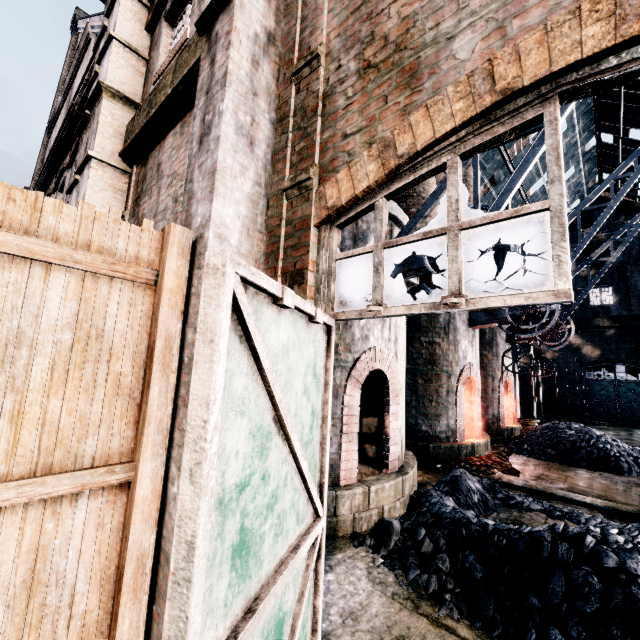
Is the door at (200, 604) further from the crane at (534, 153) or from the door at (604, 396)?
the door at (604, 396)

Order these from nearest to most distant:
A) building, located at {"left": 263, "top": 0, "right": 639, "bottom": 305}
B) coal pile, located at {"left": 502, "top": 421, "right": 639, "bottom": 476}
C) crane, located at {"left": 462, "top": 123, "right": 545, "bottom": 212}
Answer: building, located at {"left": 263, "top": 0, "right": 639, "bottom": 305} → crane, located at {"left": 462, "top": 123, "right": 545, "bottom": 212} → coal pile, located at {"left": 502, "top": 421, "right": 639, "bottom": 476}

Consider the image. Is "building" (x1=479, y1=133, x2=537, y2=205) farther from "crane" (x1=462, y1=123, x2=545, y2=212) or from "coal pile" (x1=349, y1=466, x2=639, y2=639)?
"crane" (x1=462, y1=123, x2=545, y2=212)

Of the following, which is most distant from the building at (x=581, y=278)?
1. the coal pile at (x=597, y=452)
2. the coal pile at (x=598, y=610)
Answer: the coal pile at (x=597, y=452)

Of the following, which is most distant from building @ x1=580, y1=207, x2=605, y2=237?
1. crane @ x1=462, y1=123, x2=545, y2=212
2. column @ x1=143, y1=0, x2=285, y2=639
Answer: crane @ x1=462, y1=123, x2=545, y2=212

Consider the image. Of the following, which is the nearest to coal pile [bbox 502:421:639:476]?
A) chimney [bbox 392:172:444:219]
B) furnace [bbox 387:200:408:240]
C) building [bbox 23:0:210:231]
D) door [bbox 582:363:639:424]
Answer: furnace [bbox 387:200:408:240]

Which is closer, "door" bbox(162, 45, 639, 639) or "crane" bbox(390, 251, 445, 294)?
"door" bbox(162, 45, 639, 639)

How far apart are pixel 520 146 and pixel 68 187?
36.39m
